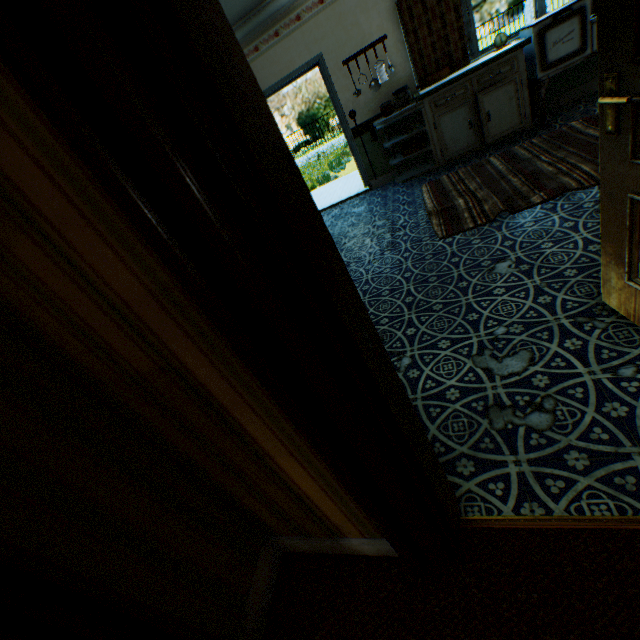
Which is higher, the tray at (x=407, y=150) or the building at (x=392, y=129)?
the building at (x=392, y=129)

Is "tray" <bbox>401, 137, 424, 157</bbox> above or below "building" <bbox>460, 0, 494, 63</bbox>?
below

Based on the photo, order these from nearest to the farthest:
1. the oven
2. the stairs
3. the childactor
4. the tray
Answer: the childactor < the oven < the tray < the stairs

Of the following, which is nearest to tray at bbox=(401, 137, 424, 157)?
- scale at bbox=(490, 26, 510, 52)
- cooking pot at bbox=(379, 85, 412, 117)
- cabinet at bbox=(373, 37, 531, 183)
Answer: cabinet at bbox=(373, 37, 531, 183)

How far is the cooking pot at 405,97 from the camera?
5.0 meters

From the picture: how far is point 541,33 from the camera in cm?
409

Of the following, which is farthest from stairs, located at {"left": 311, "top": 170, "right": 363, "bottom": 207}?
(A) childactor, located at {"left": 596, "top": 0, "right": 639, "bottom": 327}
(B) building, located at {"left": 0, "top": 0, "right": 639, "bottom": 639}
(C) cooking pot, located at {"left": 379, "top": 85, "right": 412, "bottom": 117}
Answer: (A) childactor, located at {"left": 596, "top": 0, "right": 639, "bottom": 327}

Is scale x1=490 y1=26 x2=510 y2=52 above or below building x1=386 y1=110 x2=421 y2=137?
above
